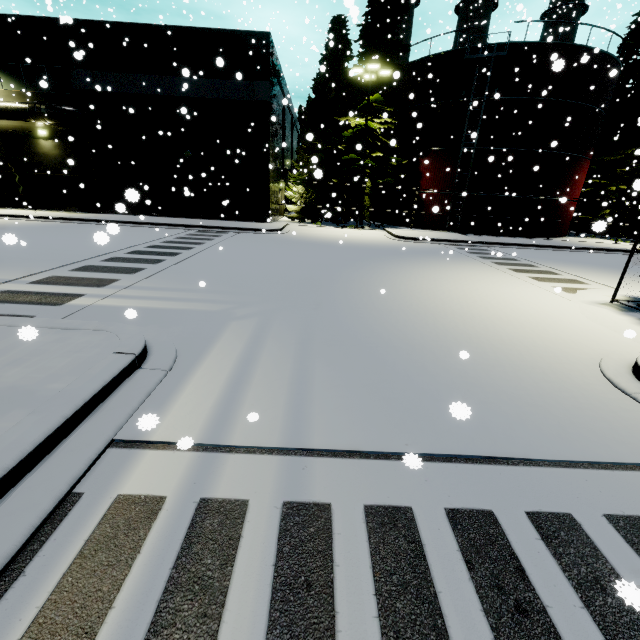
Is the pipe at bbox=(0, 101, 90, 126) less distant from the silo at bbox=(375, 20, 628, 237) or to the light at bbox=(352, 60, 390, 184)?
the silo at bbox=(375, 20, 628, 237)

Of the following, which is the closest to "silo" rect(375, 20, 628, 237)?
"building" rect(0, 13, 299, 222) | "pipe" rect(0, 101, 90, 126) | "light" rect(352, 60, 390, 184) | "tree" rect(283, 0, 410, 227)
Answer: "building" rect(0, 13, 299, 222)

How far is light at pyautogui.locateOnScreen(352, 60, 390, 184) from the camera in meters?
19.6

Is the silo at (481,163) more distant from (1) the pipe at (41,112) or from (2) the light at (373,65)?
(1) the pipe at (41,112)

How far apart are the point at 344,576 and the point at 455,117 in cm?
2870

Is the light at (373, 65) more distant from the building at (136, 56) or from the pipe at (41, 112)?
the pipe at (41, 112)

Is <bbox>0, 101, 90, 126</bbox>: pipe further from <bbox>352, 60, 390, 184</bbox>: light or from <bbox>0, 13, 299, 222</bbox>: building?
<bbox>352, 60, 390, 184</bbox>: light

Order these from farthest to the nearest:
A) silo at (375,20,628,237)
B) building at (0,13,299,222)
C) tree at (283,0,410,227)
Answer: tree at (283,0,410,227) → silo at (375,20,628,237) → building at (0,13,299,222)
